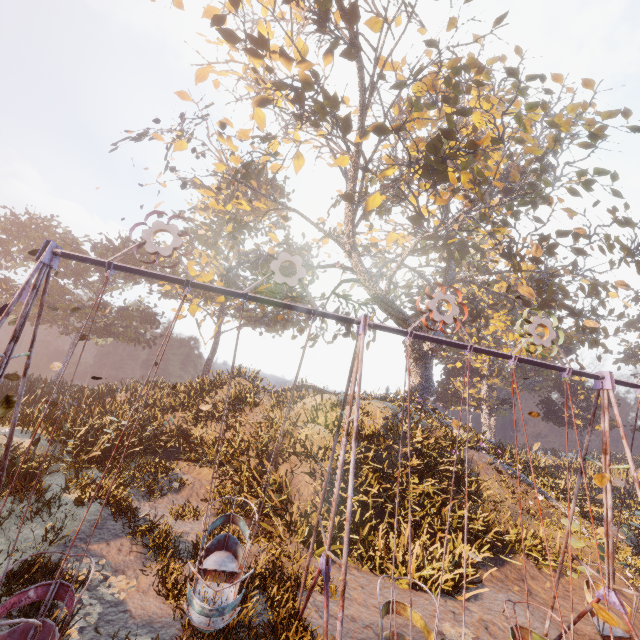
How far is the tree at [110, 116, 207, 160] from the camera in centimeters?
1309cm

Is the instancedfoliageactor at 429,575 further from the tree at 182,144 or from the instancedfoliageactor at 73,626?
the instancedfoliageactor at 73,626

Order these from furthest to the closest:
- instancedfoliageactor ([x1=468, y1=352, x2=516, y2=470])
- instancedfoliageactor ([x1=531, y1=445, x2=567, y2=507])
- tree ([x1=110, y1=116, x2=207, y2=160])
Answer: instancedfoliageactor ([x1=468, y1=352, x2=516, y2=470]) → instancedfoliageactor ([x1=531, y1=445, x2=567, y2=507]) → tree ([x1=110, y1=116, x2=207, y2=160])

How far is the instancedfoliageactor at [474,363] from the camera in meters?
17.1

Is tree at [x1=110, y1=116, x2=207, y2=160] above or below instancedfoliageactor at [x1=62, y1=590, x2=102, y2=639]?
above

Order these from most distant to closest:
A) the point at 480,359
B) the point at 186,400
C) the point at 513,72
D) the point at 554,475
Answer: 1. the point at 480,359
2. the point at 554,475
3. the point at 186,400
4. the point at 513,72

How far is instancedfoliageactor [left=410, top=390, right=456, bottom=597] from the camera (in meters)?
8.89

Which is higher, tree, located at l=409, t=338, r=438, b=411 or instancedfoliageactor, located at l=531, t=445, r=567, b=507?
tree, located at l=409, t=338, r=438, b=411
